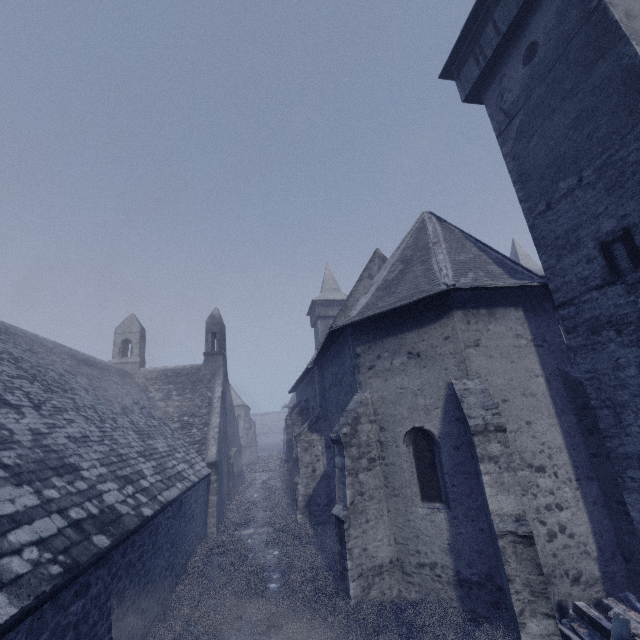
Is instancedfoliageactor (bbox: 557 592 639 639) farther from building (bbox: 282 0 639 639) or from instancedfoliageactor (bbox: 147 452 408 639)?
instancedfoliageactor (bbox: 147 452 408 639)

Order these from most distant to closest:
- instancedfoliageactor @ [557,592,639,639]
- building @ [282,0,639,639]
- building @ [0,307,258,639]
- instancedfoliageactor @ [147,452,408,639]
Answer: instancedfoliageactor @ [147,452,408,639] → building @ [282,0,639,639] → instancedfoliageactor @ [557,592,639,639] → building @ [0,307,258,639]

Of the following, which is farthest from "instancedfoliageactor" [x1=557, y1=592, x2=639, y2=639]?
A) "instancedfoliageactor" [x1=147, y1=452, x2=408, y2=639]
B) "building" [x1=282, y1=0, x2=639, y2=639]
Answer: "instancedfoliageactor" [x1=147, y1=452, x2=408, y2=639]

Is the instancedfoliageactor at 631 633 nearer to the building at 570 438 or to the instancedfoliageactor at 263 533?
the building at 570 438

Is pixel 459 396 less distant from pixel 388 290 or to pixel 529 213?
pixel 388 290

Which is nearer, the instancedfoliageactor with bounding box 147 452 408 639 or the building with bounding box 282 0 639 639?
the building with bounding box 282 0 639 639
